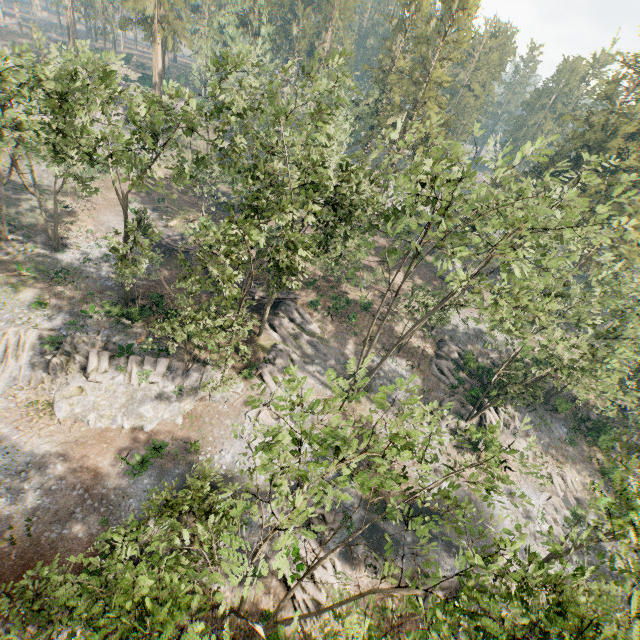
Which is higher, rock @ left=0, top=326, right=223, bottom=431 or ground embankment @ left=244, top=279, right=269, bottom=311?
ground embankment @ left=244, top=279, right=269, bottom=311

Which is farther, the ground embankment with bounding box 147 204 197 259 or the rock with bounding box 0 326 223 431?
the ground embankment with bounding box 147 204 197 259

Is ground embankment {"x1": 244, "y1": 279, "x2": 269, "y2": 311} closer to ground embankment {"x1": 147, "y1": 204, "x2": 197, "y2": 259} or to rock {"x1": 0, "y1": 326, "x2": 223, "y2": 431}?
ground embankment {"x1": 147, "y1": 204, "x2": 197, "y2": 259}

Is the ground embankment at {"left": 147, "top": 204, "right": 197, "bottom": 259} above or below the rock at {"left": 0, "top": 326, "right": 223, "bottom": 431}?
above

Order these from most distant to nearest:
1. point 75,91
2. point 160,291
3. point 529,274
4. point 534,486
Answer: point 160,291, point 534,486, point 529,274, point 75,91

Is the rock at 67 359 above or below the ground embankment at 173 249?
below

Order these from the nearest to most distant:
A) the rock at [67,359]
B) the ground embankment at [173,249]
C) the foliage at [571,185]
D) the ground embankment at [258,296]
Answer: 1. the foliage at [571,185]
2. the rock at [67,359]
3. the ground embankment at [258,296]
4. the ground embankment at [173,249]
